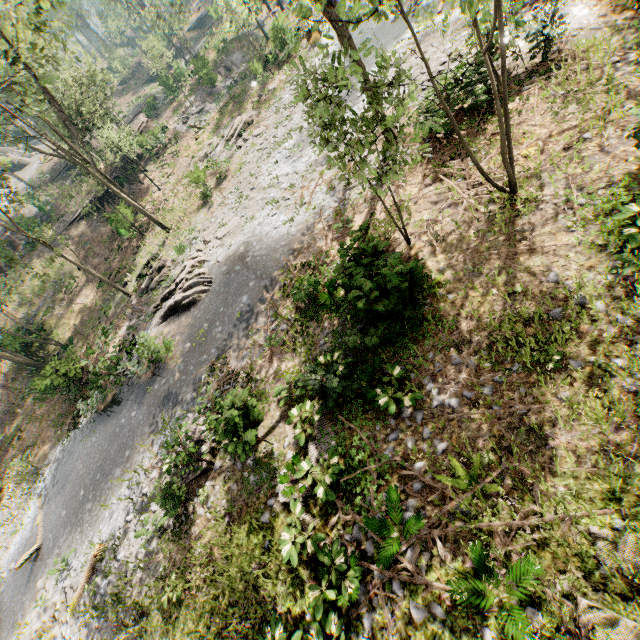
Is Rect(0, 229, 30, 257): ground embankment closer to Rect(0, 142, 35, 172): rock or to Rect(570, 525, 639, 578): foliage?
Rect(570, 525, 639, 578): foliage

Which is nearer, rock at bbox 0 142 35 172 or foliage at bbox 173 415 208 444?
foliage at bbox 173 415 208 444

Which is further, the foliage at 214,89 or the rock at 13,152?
the rock at 13,152

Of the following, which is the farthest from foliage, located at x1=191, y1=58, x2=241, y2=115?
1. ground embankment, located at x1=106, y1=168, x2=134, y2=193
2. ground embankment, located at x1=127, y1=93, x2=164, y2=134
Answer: ground embankment, located at x1=106, y1=168, x2=134, y2=193

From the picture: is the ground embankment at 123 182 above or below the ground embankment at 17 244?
below

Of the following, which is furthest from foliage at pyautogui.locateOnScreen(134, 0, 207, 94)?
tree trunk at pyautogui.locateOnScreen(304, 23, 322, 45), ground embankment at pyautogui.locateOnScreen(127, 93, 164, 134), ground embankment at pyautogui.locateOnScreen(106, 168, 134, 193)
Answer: tree trunk at pyautogui.locateOnScreen(304, 23, 322, 45)

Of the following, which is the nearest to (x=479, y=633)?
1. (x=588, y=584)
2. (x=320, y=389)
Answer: (x=588, y=584)

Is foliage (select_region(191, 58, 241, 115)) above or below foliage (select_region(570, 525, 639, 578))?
above
